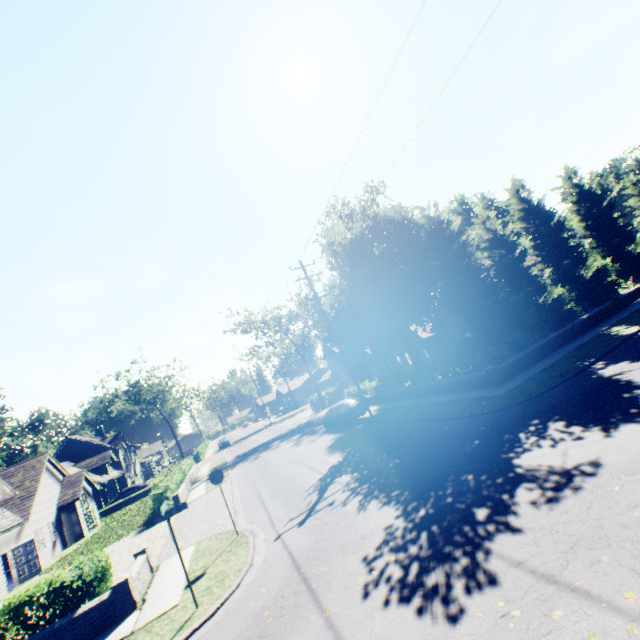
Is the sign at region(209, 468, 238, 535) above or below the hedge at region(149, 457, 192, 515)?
above

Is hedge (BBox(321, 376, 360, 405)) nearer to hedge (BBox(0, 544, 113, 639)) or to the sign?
the sign

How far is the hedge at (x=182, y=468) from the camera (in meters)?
20.75

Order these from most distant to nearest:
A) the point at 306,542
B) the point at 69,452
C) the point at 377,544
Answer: the point at 69,452 → the point at 306,542 → the point at 377,544

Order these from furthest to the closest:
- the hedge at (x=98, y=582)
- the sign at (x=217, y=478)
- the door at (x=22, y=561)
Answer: the door at (x=22, y=561) < the sign at (x=217, y=478) < the hedge at (x=98, y=582)

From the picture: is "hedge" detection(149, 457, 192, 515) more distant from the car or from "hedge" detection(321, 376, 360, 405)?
"hedge" detection(321, 376, 360, 405)

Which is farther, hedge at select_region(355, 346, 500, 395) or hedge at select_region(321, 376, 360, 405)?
hedge at select_region(321, 376, 360, 405)
